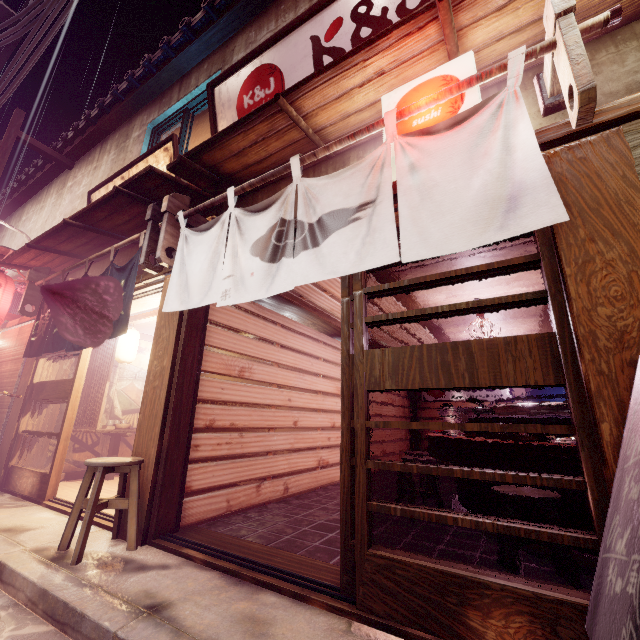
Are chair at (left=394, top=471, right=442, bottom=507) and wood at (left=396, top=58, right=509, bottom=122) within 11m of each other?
yes

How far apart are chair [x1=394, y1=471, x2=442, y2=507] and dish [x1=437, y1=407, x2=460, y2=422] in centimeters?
77cm

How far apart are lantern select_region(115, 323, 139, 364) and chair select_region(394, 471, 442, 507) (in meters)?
8.72

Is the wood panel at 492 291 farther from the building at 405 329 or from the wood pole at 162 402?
the wood pole at 162 402

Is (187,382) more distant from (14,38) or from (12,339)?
(14,38)

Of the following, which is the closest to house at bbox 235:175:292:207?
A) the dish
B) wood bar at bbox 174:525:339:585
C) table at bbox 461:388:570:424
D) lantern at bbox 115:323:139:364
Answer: lantern at bbox 115:323:139:364

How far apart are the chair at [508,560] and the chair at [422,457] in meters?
3.8 m

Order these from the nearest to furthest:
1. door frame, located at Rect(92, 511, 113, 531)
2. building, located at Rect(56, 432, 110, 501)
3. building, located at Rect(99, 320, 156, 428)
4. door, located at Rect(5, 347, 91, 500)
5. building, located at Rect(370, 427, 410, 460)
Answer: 1. door frame, located at Rect(92, 511, 113, 531)
2. door, located at Rect(5, 347, 91, 500)
3. building, located at Rect(56, 432, 110, 501)
4. building, located at Rect(99, 320, 156, 428)
5. building, located at Rect(370, 427, 410, 460)
